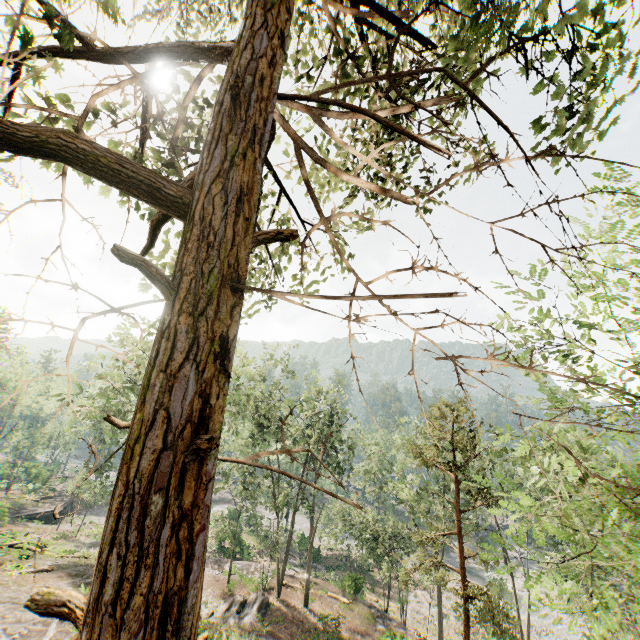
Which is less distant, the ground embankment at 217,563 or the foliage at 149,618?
the foliage at 149,618

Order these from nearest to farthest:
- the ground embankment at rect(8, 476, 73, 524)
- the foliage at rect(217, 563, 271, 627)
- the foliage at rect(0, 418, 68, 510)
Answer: the foliage at rect(217, 563, 271, 627), the ground embankment at rect(8, 476, 73, 524), the foliage at rect(0, 418, 68, 510)

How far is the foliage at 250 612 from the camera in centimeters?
2284cm

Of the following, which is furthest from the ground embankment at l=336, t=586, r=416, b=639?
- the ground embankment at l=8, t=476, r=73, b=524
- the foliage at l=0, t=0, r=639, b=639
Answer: the ground embankment at l=8, t=476, r=73, b=524

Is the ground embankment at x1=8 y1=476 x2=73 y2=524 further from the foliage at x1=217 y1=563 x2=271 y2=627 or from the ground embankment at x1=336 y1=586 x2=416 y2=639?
the ground embankment at x1=336 y1=586 x2=416 y2=639

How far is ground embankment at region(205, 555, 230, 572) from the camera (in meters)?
32.00

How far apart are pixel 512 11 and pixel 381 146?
1.5m
